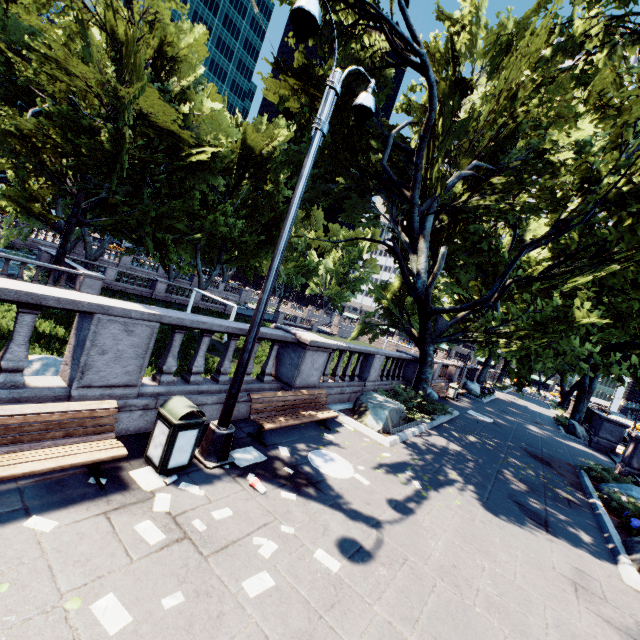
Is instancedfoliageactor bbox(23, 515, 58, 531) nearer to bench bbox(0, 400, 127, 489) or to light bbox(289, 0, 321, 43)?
bench bbox(0, 400, 127, 489)

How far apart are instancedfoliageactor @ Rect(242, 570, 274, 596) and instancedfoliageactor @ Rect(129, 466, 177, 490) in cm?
147

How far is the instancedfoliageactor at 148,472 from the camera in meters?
4.4 m

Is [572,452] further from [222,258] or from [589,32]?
[222,258]

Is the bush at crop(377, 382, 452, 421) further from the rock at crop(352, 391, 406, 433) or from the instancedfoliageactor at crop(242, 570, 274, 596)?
the instancedfoliageactor at crop(242, 570, 274, 596)

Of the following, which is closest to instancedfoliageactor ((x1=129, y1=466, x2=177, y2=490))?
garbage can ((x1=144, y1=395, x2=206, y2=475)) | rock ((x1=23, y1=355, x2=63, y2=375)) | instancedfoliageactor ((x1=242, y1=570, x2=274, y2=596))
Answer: garbage can ((x1=144, y1=395, x2=206, y2=475))

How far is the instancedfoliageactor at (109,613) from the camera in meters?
2.7

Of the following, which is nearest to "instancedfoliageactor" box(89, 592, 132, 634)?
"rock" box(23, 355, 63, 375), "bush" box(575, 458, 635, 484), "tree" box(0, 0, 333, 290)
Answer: "tree" box(0, 0, 333, 290)
